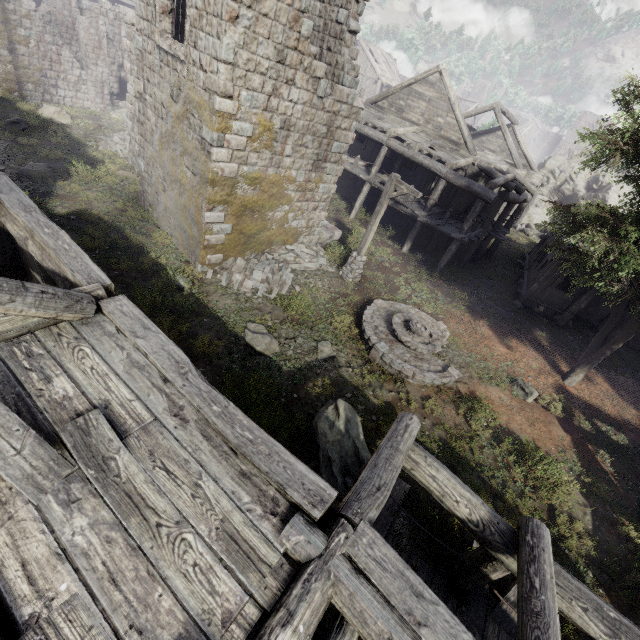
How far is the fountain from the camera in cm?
1066

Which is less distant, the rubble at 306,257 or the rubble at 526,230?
the rubble at 306,257

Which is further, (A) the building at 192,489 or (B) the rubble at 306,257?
(B) the rubble at 306,257

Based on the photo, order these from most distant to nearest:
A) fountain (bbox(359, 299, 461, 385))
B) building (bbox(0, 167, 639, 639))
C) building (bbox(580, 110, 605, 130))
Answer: building (bbox(580, 110, 605, 130))
fountain (bbox(359, 299, 461, 385))
building (bbox(0, 167, 639, 639))

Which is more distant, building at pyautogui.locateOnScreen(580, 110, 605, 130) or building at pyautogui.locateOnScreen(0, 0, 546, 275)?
building at pyautogui.locateOnScreen(580, 110, 605, 130)

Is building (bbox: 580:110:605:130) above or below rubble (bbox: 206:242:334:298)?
above

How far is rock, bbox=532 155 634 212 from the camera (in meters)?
29.52

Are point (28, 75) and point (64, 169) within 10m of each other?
no
